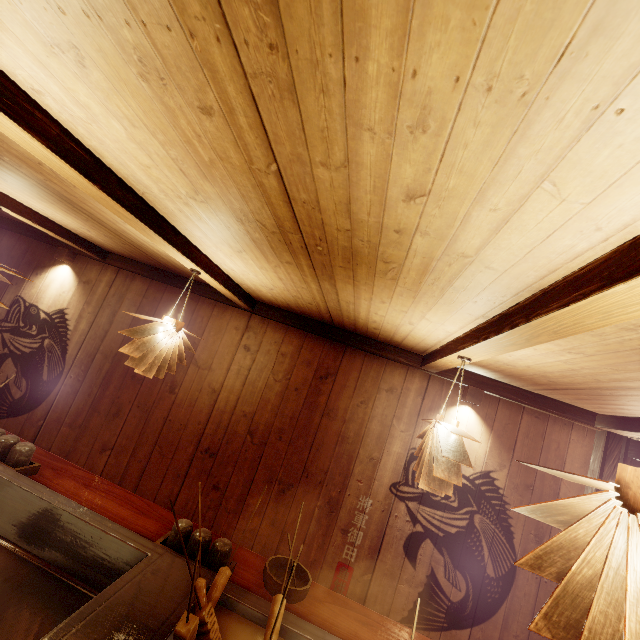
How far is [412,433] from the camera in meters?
5.7

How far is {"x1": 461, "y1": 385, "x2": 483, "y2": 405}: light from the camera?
5.42m

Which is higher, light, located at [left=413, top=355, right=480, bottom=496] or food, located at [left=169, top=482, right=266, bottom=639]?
light, located at [left=413, top=355, right=480, bottom=496]

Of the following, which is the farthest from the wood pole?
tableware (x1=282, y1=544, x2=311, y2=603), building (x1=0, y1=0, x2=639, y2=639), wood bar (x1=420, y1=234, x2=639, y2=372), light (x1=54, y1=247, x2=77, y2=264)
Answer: light (x1=54, y1=247, x2=77, y2=264)

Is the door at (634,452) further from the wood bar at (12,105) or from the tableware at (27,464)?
the tableware at (27,464)

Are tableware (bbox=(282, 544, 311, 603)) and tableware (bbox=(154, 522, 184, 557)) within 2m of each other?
yes

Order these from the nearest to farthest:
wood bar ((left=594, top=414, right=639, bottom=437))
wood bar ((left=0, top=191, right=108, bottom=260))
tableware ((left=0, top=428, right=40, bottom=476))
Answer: tableware ((left=0, top=428, right=40, bottom=476)) → wood bar ((left=594, top=414, right=639, bottom=437)) → wood bar ((left=0, top=191, right=108, bottom=260))

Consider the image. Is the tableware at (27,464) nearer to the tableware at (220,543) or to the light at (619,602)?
the tableware at (220,543)
